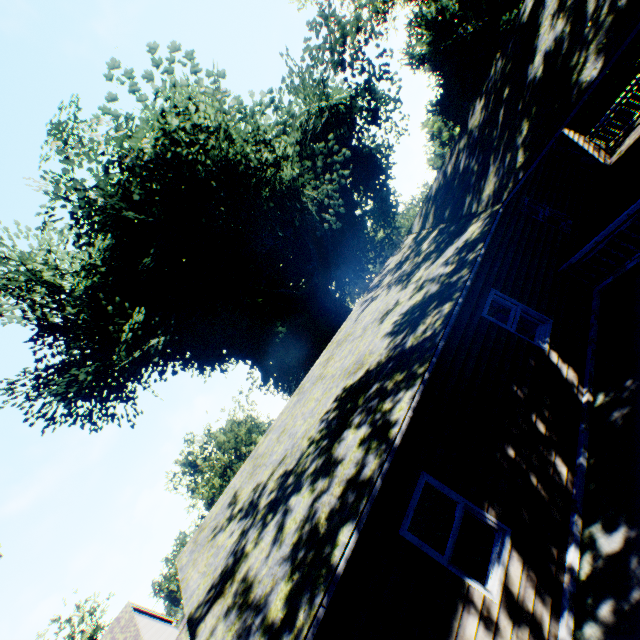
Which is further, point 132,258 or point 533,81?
point 132,258

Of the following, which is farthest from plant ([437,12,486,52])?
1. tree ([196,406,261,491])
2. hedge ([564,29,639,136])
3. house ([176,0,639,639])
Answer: hedge ([564,29,639,136])

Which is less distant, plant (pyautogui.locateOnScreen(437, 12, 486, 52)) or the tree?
the tree

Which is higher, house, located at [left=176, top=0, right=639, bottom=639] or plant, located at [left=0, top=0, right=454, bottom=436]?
plant, located at [left=0, top=0, right=454, bottom=436]

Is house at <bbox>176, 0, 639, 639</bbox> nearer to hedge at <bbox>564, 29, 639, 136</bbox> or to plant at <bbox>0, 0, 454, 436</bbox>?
plant at <bbox>0, 0, 454, 436</bbox>

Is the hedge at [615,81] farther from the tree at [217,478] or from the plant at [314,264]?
the tree at [217,478]

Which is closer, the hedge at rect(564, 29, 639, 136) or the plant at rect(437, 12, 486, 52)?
the hedge at rect(564, 29, 639, 136)

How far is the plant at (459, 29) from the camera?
58.1 meters
